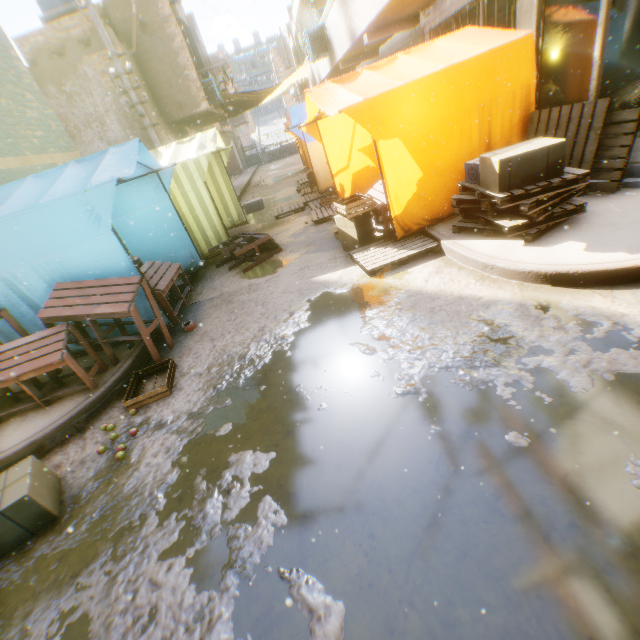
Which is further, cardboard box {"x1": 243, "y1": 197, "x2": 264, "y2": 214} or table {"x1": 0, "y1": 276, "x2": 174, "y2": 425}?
cardboard box {"x1": 243, "y1": 197, "x2": 264, "y2": 214}

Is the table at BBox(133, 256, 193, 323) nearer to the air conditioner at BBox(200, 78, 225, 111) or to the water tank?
the air conditioner at BBox(200, 78, 225, 111)

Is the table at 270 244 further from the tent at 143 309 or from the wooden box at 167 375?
the wooden box at 167 375

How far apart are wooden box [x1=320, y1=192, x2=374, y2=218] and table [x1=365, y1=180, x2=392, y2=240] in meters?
0.1

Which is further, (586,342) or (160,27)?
(160,27)

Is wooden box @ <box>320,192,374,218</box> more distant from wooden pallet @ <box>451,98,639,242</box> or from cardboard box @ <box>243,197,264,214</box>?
cardboard box @ <box>243,197,264,214</box>

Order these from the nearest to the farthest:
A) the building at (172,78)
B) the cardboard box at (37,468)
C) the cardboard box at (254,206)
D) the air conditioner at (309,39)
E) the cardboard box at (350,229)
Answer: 1. the cardboard box at (37,468)
2. the cardboard box at (350,229)
3. the air conditioner at (309,39)
4. the building at (172,78)
5. the cardboard box at (254,206)

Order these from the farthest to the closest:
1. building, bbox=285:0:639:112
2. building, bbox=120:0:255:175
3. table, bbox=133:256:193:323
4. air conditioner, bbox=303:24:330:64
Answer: building, bbox=120:0:255:175 < air conditioner, bbox=303:24:330:64 < table, bbox=133:256:193:323 < building, bbox=285:0:639:112
